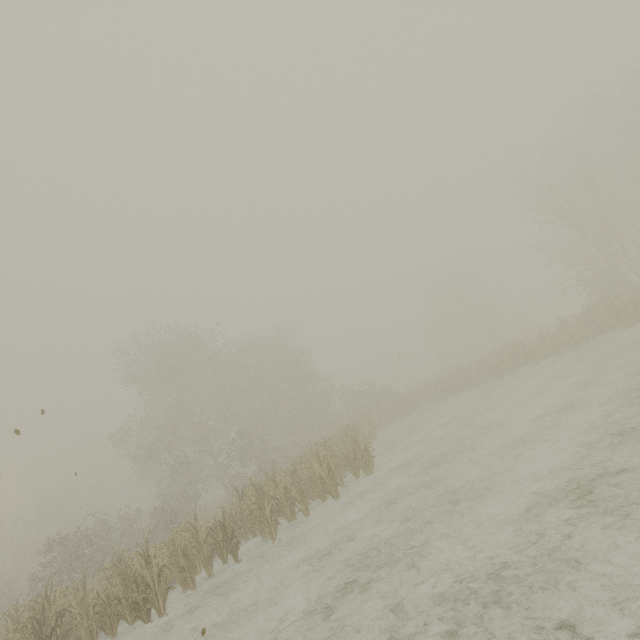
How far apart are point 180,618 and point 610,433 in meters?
10.6 m
